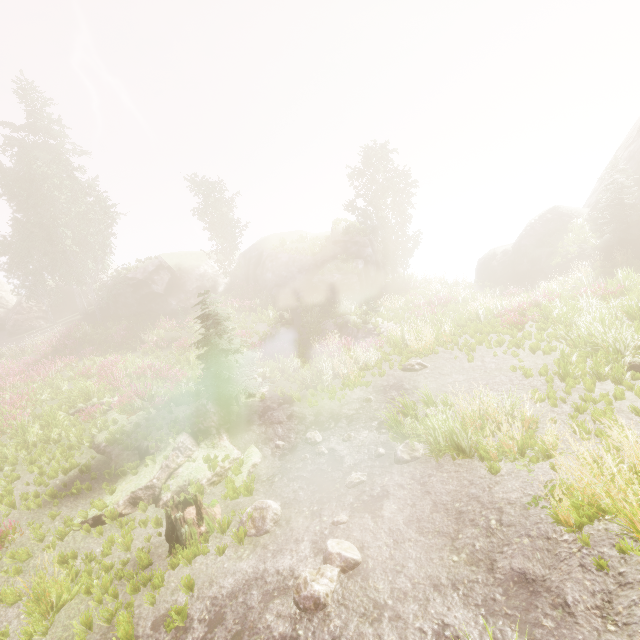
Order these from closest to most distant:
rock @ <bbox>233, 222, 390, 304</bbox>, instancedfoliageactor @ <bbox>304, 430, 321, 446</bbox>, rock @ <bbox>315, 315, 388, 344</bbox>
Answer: instancedfoliageactor @ <bbox>304, 430, 321, 446</bbox>
rock @ <bbox>315, 315, 388, 344</bbox>
rock @ <bbox>233, 222, 390, 304</bbox>

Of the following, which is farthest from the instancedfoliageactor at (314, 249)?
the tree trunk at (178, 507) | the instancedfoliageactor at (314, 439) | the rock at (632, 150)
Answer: the instancedfoliageactor at (314, 439)

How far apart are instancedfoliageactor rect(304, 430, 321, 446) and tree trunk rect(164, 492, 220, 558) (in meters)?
3.24

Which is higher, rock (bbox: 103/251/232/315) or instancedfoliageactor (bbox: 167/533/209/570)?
rock (bbox: 103/251/232/315)

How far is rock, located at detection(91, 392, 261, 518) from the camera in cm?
920

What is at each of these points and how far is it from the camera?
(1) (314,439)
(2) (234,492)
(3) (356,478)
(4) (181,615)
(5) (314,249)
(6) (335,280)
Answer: (1) instancedfoliageactor, 10.8 meters
(2) instancedfoliageactor, 9.0 meters
(3) instancedfoliageactor, 8.4 meters
(4) instancedfoliageactor, 5.8 meters
(5) instancedfoliageactor, 30.9 meters
(6) rock, 26.8 meters

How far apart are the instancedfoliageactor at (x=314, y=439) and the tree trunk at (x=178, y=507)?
3.2 meters

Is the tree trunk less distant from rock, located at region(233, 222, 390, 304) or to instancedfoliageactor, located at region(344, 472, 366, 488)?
instancedfoliageactor, located at region(344, 472, 366, 488)
